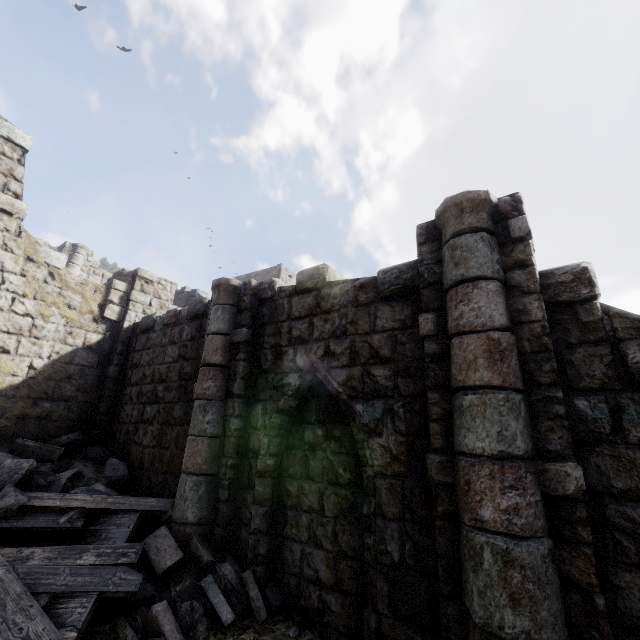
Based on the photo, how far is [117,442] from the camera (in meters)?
8.02

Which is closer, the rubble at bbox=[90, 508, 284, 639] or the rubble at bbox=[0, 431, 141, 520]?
the rubble at bbox=[90, 508, 284, 639]

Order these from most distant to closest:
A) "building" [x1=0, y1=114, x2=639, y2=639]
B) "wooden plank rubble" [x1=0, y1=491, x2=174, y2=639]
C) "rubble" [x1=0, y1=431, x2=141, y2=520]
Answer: "rubble" [x1=0, y1=431, x2=141, y2=520] → "wooden plank rubble" [x1=0, y1=491, x2=174, y2=639] → "building" [x1=0, y1=114, x2=639, y2=639]

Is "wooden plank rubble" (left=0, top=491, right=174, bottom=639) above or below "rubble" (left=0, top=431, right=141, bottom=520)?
below

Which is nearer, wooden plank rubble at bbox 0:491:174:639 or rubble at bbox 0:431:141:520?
wooden plank rubble at bbox 0:491:174:639

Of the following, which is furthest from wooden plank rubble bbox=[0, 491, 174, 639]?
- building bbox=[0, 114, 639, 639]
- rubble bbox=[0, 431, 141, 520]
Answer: building bbox=[0, 114, 639, 639]

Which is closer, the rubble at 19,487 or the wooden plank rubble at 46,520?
the wooden plank rubble at 46,520

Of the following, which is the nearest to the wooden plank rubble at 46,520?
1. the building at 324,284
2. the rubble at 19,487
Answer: the rubble at 19,487
